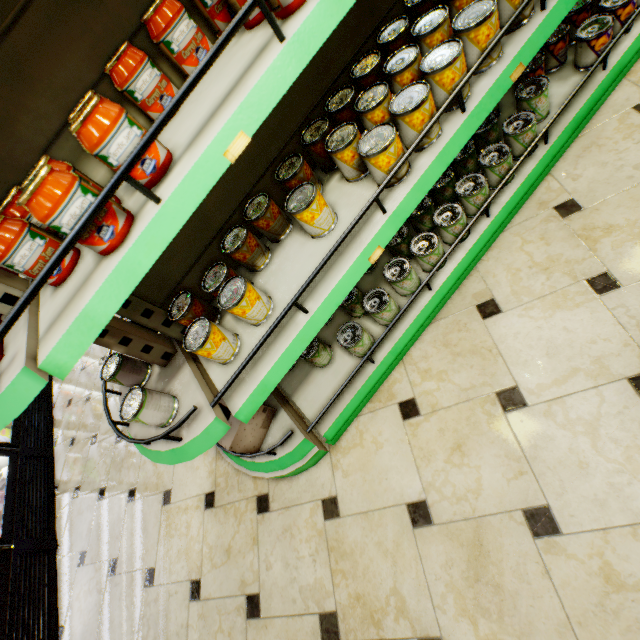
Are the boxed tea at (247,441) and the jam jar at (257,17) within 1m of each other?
no

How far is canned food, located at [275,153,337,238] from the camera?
1.2m

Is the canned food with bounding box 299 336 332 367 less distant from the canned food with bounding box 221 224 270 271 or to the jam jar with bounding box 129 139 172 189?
the canned food with bounding box 221 224 270 271

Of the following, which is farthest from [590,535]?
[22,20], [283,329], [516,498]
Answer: [22,20]

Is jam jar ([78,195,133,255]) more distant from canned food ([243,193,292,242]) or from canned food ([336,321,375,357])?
canned food ([336,321,375,357])

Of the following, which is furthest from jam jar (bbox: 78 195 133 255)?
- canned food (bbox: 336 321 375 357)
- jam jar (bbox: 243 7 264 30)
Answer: canned food (bbox: 336 321 375 357)

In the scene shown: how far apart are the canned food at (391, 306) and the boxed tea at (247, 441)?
0.7m

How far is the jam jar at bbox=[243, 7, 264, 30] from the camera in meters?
0.9 m
